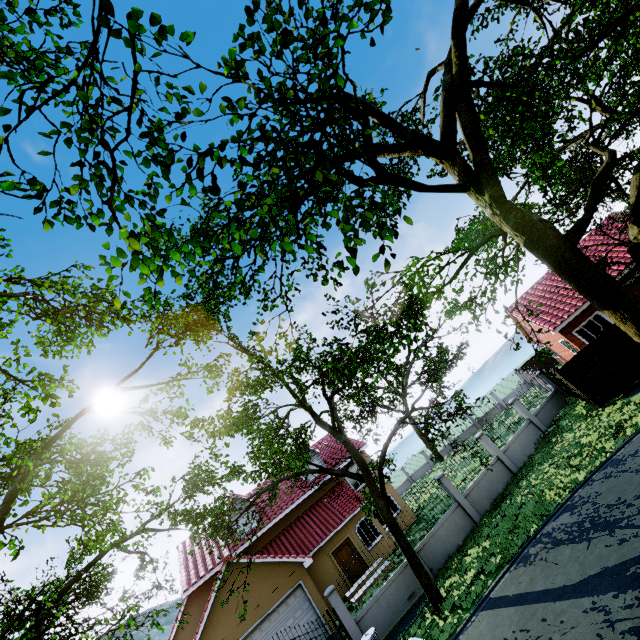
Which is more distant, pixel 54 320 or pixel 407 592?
pixel 407 592

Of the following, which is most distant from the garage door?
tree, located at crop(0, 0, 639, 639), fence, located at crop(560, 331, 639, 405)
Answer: fence, located at crop(560, 331, 639, 405)

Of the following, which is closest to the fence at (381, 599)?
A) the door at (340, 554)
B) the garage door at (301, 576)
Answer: the garage door at (301, 576)

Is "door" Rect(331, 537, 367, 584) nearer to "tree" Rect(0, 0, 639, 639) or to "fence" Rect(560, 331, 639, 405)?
"tree" Rect(0, 0, 639, 639)

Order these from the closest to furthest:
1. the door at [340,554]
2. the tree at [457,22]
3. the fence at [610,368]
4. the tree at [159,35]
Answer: the tree at [159,35], the tree at [457,22], the fence at [610,368], the door at [340,554]

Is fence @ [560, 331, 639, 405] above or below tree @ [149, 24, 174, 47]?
below

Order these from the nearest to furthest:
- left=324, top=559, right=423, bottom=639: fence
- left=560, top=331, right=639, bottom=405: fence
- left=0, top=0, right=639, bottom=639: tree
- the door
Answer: left=0, top=0, right=639, bottom=639: tree, left=324, top=559, right=423, bottom=639: fence, left=560, top=331, right=639, bottom=405: fence, the door

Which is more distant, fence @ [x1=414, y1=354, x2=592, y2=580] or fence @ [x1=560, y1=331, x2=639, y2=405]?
fence @ [x1=560, y1=331, x2=639, y2=405]
